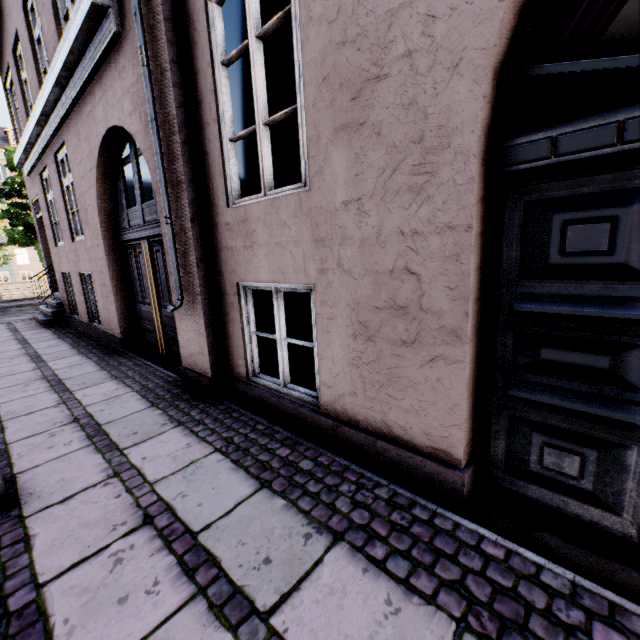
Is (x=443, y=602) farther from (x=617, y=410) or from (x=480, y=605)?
(x=617, y=410)
